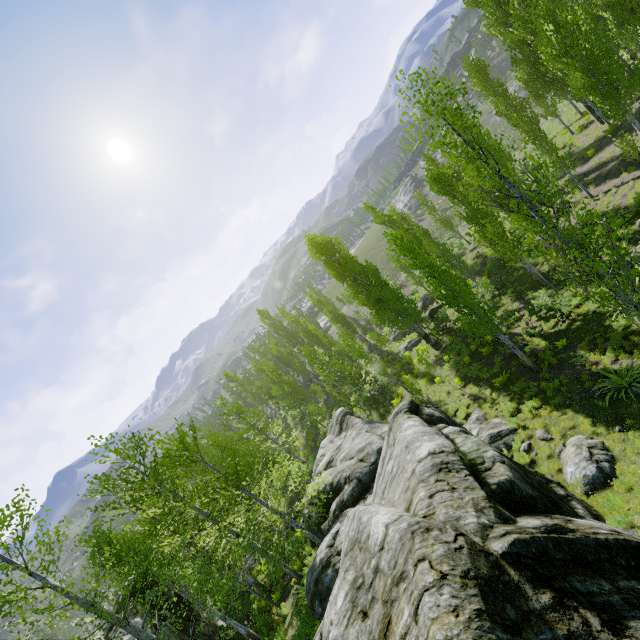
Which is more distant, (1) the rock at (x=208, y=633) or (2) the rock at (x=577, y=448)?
(1) the rock at (x=208, y=633)

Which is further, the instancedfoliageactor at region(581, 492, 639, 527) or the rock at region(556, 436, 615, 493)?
the rock at region(556, 436, 615, 493)

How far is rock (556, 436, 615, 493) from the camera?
9.1m

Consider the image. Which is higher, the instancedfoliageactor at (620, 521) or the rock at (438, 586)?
the rock at (438, 586)

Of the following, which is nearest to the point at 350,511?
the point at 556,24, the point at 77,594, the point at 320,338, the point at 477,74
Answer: the point at 77,594

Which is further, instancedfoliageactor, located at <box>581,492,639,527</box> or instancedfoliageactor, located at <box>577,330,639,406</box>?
instancedfoliageactor, located at <box>577,330,639,406</box>
